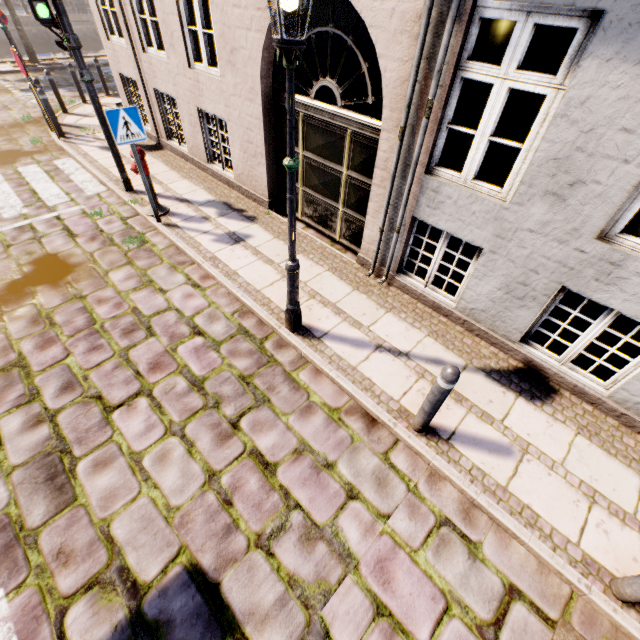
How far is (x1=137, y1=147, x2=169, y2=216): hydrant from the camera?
5.70m

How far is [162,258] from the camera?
5.7 meters

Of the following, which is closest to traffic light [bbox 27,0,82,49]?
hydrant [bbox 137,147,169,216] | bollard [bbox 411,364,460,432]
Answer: hydrant [bbox 137,147,169,216]

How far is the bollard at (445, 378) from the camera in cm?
280

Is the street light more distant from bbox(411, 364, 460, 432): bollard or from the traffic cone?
the traffic cone

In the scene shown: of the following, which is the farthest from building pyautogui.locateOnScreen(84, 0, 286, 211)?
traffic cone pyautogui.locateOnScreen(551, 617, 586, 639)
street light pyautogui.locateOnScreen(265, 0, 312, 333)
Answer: traffic cone pyautogui.locateOnScreen(551, 617, 586, 639)

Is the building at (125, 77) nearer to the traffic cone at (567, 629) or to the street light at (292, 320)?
the street light at (292, 320)

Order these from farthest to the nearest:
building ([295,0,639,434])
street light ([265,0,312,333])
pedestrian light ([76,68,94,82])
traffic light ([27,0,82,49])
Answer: pedestrian light ([76,68,94,82]) → traffic light ([27,0,82,49]) → building ([295,0,639,434]) → street light ([265,0,312,333])
